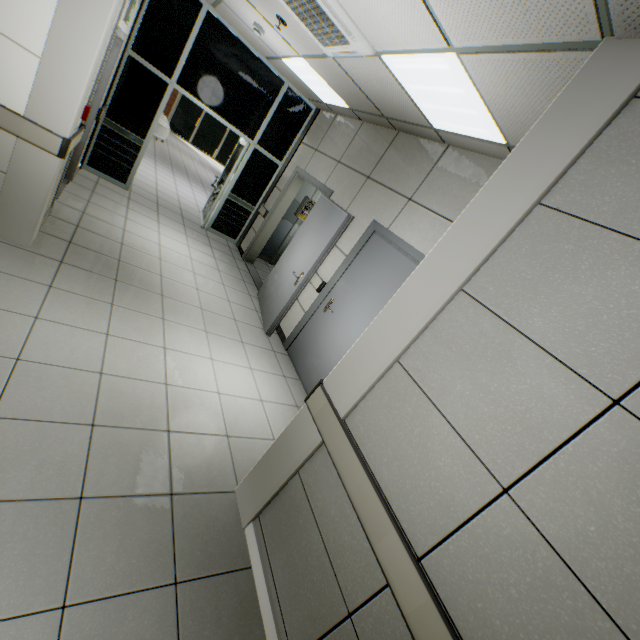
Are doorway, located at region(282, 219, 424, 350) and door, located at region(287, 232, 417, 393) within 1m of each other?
yes

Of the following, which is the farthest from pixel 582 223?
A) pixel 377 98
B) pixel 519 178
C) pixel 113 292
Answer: pixel 113 292

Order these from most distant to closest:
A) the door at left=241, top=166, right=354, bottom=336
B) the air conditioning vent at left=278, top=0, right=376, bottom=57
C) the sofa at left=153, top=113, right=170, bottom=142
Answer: the sofa at left=153, top=113, right=170, bottom=142 < the door at left=241, top=166, right=354, bottom=336 < the air conditioning vent at left=278, top=0, right=376, bottom=57

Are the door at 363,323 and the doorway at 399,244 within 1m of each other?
yes

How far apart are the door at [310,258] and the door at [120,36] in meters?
2.8

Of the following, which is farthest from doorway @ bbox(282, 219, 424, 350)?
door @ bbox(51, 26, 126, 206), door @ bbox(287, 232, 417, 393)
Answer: door @ bbox(51, 26, 126, 206)

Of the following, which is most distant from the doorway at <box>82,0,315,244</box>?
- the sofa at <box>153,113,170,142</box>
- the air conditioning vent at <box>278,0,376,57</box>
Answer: the sofa at <box>153,113,170,142</box>

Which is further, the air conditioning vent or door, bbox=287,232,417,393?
door, bbox=287,232,417,393
